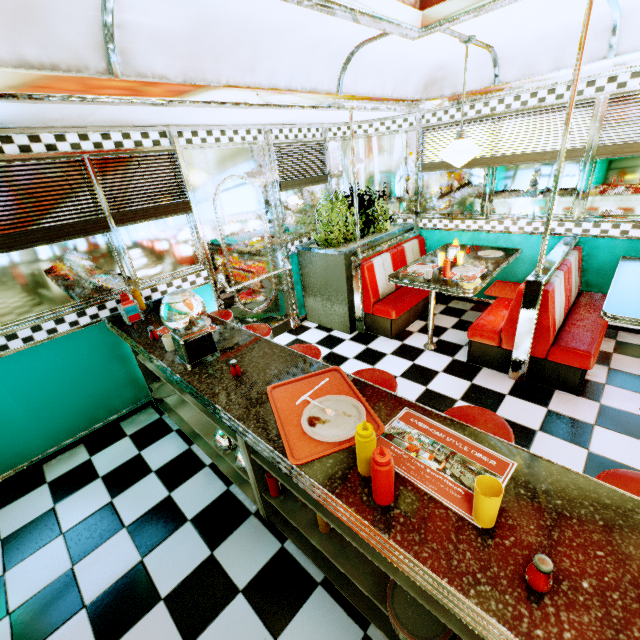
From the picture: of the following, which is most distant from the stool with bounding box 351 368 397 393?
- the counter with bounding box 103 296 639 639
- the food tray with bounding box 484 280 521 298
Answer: the food tray with bounding box 484 280 521 298

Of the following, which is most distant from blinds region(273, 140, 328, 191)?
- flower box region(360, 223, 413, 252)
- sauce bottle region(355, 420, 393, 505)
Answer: sauce bottle region(355, 420, 393, 505)

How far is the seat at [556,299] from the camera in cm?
290

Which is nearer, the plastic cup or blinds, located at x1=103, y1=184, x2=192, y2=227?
the plastic cup

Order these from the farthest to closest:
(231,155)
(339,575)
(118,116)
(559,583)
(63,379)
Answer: (231,155) → (63,379) → (118,116) → (339,575) → (559,583)

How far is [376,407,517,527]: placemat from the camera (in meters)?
1.11

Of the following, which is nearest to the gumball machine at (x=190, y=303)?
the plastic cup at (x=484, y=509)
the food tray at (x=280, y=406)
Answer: the food tray at (x=280, y=406)

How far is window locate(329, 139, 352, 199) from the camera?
4.8 meters
